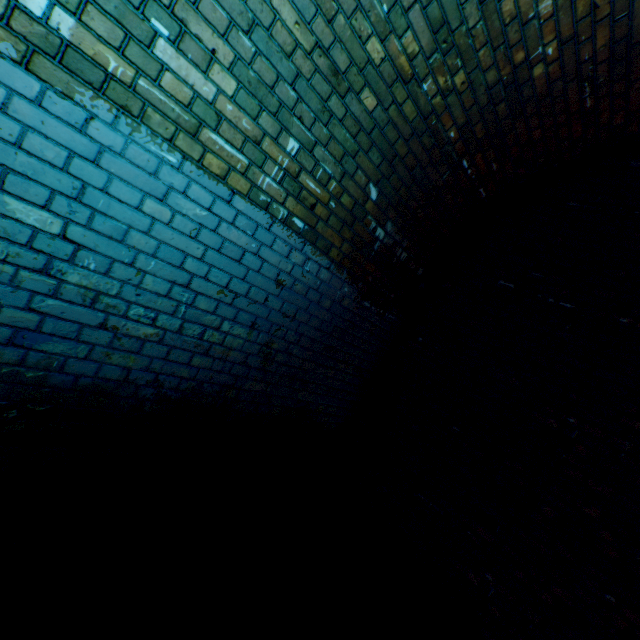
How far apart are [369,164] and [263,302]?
1.3 meters
